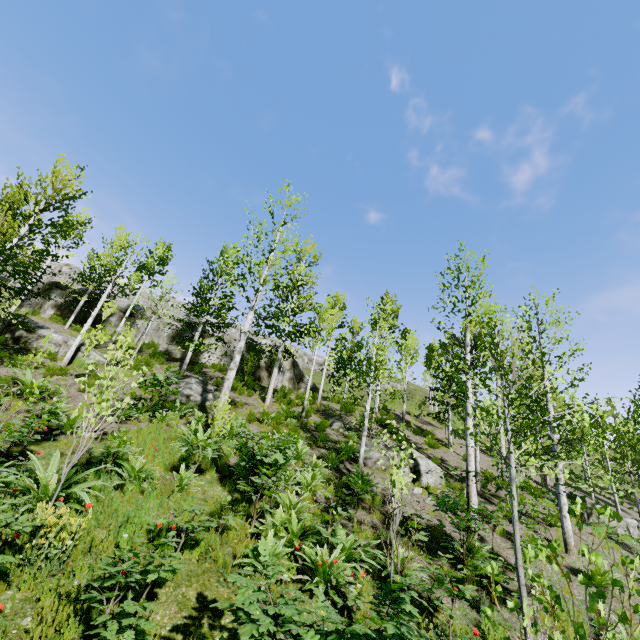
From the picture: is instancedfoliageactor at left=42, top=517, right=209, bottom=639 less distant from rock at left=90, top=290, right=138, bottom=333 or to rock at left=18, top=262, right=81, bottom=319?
rock at left=18, top=262, right=81, bottom=319

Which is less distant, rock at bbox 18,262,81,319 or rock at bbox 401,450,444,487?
rock at bbox 401,450,444,487

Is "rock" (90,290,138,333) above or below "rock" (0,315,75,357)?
above

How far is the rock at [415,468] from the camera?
12.0m

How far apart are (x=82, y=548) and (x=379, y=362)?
15.0m

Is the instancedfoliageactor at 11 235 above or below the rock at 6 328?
above

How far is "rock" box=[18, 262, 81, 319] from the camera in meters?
24.3

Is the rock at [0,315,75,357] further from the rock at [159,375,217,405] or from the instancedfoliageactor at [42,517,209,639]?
the rock at [159,375,217,405]
